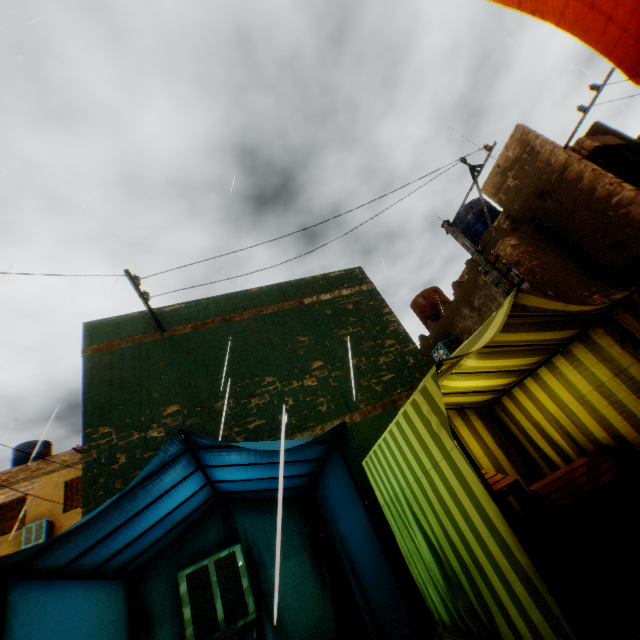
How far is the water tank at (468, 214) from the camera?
13.34m

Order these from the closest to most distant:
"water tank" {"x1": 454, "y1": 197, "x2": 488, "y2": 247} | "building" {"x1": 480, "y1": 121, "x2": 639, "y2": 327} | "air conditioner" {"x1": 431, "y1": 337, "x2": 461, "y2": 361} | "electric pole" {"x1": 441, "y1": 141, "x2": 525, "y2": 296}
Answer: "electric pole" {"x1": 441, "y1": 141, "x2": 525, "y2": 296}
"building" {"x1": 480, "y1": 121, "x2": 639, "y2": 327}
"air conditioner" {"x1": 431, "y1": 337, "x2": 461, "y2": 361}
"water tank" {"x1": 454, "y1": 197, "x2": 488, "y2": 247}

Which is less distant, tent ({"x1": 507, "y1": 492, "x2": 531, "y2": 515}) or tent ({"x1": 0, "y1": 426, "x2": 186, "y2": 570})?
tent ({"x1": 0, "y1": 426, "x2": 186, "y2": 570})

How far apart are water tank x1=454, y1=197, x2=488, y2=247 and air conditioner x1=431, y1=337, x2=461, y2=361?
4.64m

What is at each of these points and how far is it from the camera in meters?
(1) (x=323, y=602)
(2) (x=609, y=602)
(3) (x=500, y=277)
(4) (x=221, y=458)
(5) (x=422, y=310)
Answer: (1) tent, 4.4 m
(2) wooden pallet, 2.5 m
(3) electric pole, 7.3 m
(4) tent, 3.1 m
(5) water tank, 14.7 m

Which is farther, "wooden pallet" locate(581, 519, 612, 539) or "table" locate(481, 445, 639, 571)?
"wooden pallet" locate(581, 519, 612, 539)

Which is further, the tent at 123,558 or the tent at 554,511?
the tent at 554,511

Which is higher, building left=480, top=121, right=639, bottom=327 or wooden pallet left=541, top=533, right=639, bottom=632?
building left=480, top=121, right=639, bottom=327
